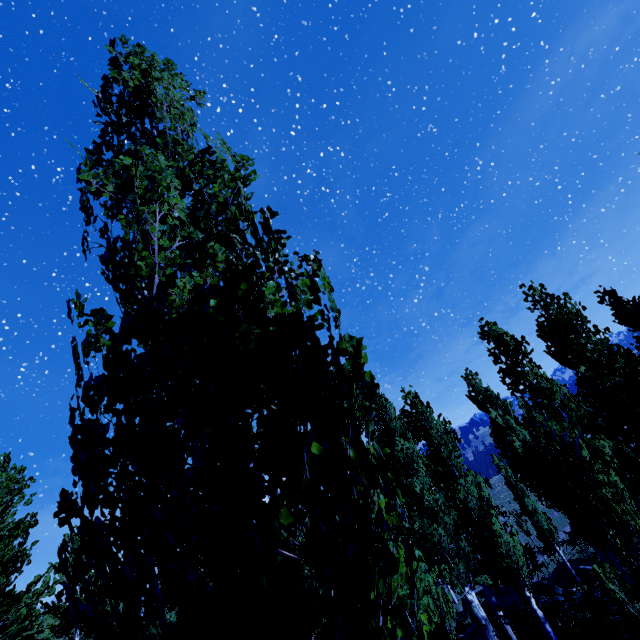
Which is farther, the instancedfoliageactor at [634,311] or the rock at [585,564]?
the rock at [585,564]

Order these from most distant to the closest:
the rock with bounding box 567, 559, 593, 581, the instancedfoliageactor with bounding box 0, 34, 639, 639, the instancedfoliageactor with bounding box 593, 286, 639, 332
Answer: the rock with bounding box 567, 559, 593, 581 → the instancedfoliageactor with bounding box 593, 286, 639, 332 → the instancedfoliageactor with bounding box 0, 34, 639, 639

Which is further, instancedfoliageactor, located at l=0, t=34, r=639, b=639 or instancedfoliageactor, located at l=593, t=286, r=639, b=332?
instancedfoliageactor, located at l=593, t=286, r=639, b=332

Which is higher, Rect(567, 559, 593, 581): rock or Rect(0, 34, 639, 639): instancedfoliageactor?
Rect(0, 34, 639, 639): instancedfoliageactor

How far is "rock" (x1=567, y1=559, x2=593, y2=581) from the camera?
20.41m

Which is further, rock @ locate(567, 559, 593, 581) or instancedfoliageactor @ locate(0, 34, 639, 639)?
rock @ locate(567, 559, 593, 581)

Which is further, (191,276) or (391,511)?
(191,276)
